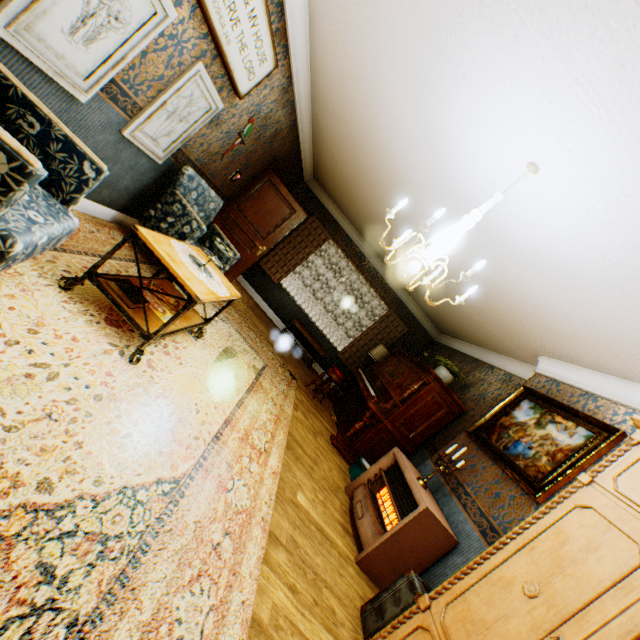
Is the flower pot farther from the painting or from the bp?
the bp

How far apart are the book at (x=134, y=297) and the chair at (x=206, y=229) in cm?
111

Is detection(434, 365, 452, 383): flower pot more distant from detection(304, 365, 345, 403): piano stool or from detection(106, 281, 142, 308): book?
detection(106, 281, 142, 308): book

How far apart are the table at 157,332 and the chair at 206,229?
0.22m

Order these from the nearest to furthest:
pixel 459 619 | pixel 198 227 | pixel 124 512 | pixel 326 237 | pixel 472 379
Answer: pixel 124 512 → pixel 459 619 → pixel 198 227 → pixel 472 379 → pixel 326 237

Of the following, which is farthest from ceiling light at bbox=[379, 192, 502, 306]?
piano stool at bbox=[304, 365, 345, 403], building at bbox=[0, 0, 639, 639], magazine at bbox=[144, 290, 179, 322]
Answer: piano stool at bbox=[304, 365, 345, 403]

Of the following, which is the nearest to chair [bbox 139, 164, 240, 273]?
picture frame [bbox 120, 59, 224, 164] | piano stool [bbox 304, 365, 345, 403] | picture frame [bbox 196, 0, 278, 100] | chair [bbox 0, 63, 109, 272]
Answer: picture frame [bbox 120, 59, 224, 164]

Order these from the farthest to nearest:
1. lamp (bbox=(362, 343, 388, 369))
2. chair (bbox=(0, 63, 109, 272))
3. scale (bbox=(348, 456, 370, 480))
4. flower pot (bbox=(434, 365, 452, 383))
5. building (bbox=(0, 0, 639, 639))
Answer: lamp (bbox=(362, 343, 388, 369)), flower pot (bbox=(434, 365, 452, 383)), scale (bbox=(348, 456, 370, 480)), building (bbox=(0, 0, 639, 639)), chair (bbox=(0, 63, 109, 272))
